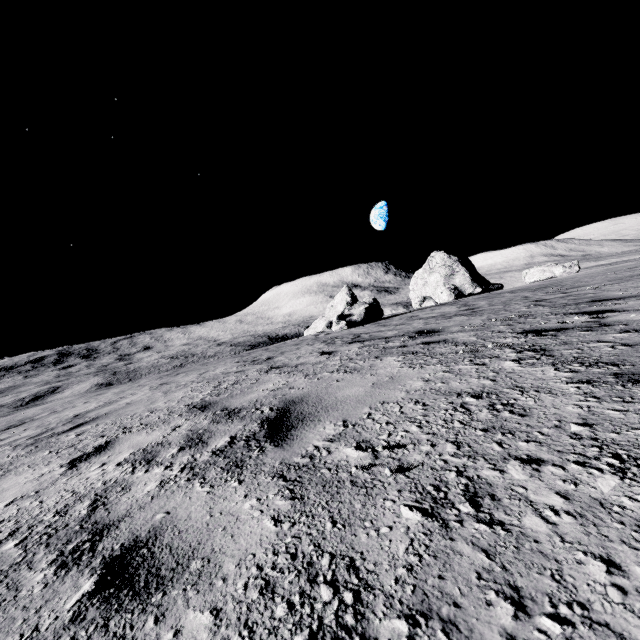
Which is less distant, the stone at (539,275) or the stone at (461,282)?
the stone at (539,275)

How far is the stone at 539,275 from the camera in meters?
21.0 m

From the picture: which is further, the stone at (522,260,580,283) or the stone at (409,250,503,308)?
the stone at (409,250,503,308)

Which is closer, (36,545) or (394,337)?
(36,545)

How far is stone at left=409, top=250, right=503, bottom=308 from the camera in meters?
29.5 m

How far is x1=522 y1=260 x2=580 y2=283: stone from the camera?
21.0m
